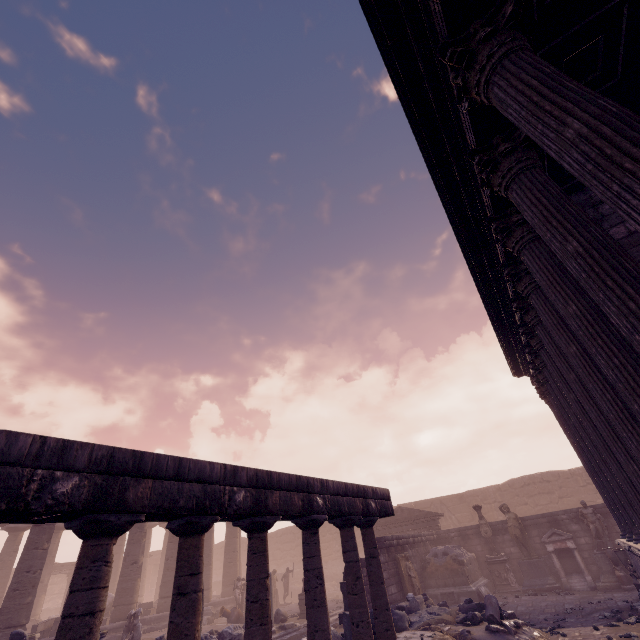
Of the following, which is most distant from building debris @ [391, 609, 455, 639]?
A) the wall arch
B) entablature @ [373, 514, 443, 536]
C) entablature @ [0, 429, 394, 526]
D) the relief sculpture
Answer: the wall arch

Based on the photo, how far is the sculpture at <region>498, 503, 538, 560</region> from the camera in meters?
14.4 m

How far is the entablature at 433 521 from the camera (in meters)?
17.92

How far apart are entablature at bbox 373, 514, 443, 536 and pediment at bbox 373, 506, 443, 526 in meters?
0.1 m

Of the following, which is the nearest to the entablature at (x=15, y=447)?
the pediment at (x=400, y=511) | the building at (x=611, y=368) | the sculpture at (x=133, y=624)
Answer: the building at (x=611, y=368)

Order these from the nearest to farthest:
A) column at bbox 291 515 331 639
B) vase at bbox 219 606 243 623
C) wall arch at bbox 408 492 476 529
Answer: column at bbox 291 515 331 639, vase at bbox 219 606 243 623, wall arch at bbox 408 492 476 529

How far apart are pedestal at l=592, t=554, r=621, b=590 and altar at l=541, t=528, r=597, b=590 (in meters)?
0.05

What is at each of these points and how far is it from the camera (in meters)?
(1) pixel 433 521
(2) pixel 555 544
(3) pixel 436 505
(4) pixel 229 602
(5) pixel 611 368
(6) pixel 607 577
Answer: (1) entablature, 18.00
(2) altar, 14.02
(3) wall arch, 25.42
(4) building base, 19.39
(5) building, 3.88
(6) pedestal, 12.60
